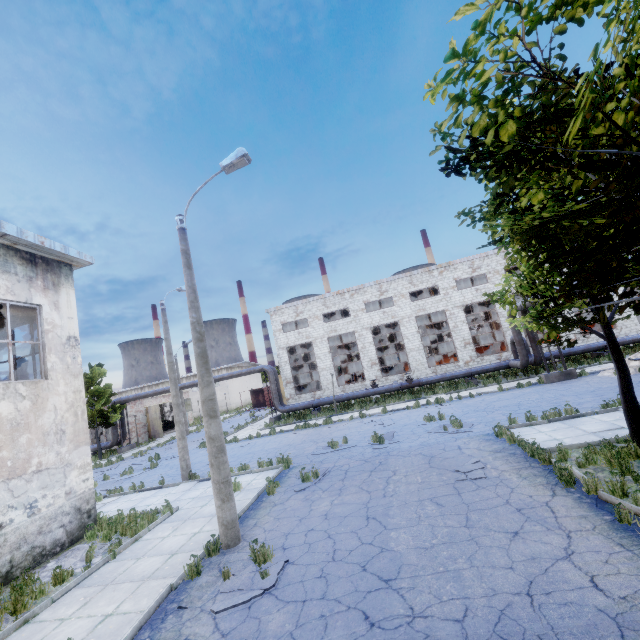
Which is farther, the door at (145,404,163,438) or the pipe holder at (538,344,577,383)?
the door at (145,404,163,438)

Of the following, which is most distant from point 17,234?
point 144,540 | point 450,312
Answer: point 450,312

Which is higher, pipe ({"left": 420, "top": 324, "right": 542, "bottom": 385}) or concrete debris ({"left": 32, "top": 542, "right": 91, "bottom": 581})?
pipe ({"left": 420, "top": 324, "right": 542, "bottom": 385})

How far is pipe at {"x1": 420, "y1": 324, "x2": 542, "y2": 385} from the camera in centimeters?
2278cm

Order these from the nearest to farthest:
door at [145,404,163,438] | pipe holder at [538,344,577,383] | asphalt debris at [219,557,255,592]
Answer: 1. asphalt debris at [219,557,255,592]
2. pipe holder at [538,344,577,383]
3. door at [145,404,163,438]

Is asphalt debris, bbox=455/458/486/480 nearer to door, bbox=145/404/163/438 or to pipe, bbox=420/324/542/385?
pipe, bbox=420/324/542/385

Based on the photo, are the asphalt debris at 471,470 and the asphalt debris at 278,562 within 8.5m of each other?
yes

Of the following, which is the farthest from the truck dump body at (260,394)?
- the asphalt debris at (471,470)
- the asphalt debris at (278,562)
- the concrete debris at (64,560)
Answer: the asphalt debris at (278,562)
